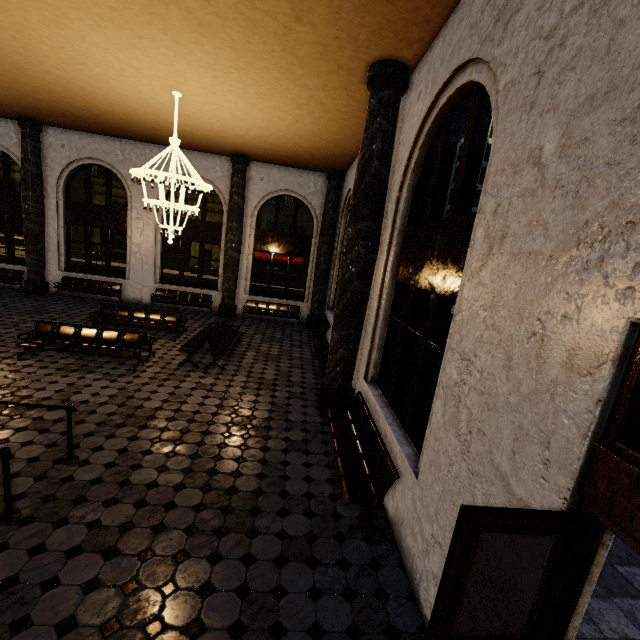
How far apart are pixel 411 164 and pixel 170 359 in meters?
7.5 m
